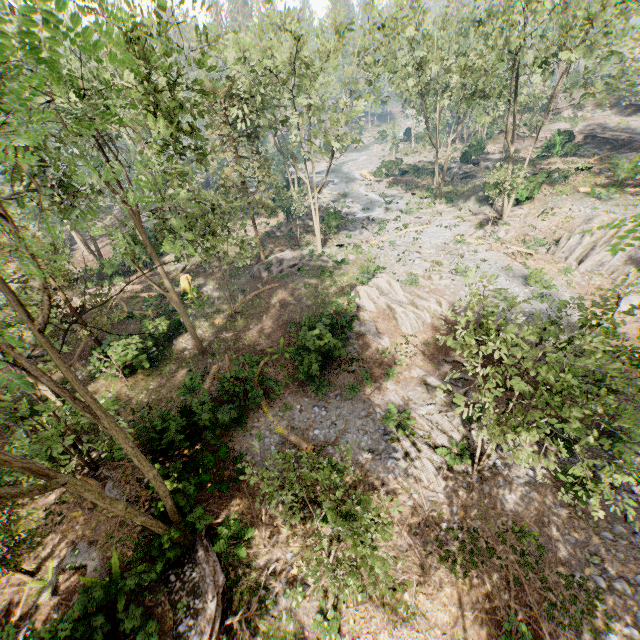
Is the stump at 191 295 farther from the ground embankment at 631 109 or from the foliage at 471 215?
the ground embankment at 631 109

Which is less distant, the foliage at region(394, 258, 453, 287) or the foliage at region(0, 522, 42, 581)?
the foliage at region(0, 522, 42, 581)

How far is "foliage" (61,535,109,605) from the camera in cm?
975

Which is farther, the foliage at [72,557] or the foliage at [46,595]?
the foliage at [46,595]

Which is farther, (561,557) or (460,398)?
(561,557)

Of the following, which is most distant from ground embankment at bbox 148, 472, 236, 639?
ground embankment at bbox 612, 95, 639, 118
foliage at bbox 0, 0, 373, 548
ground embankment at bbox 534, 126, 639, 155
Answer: ground embankment at bbox 612, 95, 639, 118

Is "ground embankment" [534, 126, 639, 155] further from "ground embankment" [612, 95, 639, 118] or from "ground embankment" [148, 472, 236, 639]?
"ground embankment" [148, 472, 236, 639]
